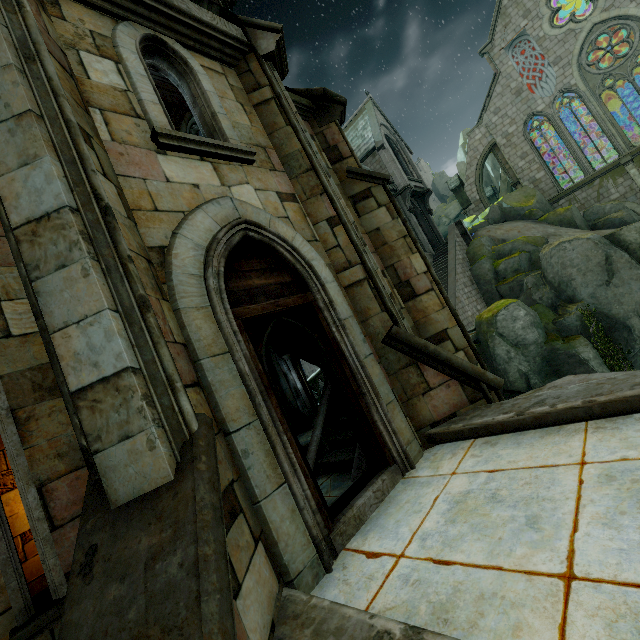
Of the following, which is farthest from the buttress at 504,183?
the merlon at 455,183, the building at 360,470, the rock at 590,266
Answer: the rock at 590,266

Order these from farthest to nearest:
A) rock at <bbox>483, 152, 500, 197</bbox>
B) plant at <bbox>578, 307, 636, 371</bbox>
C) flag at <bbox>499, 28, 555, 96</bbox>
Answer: rock at <bbox>483, 152, 500, 197</bbox>, flag at <bbox>499, 28, 555, 96</bbox>, plant at <bbox>578, 307, 636, 371</bbox>

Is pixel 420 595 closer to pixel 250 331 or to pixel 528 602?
pixel 528 602

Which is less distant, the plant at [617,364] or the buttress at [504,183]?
the plant at [617,364]

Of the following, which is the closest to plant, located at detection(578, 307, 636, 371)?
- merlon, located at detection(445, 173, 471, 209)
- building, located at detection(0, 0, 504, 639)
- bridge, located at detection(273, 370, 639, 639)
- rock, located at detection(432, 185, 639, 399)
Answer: rock, located at detection(432, 185, 639, 399)

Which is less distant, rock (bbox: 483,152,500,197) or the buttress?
the buttress

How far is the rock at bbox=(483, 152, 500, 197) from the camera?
44.9m

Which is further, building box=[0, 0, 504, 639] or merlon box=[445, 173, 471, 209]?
Answer: merlon box=[445, 173, 471, 209]
